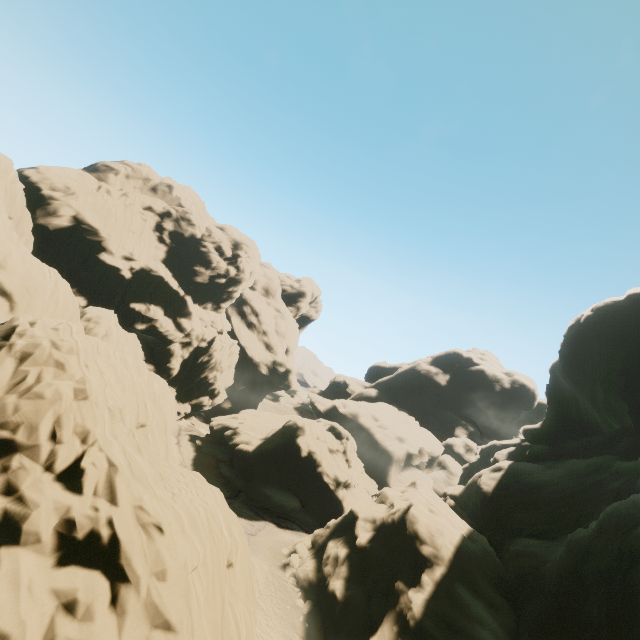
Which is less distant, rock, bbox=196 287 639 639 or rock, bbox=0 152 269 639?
rock, bbox=0 152 269 639

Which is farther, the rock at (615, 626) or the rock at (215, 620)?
the rock at (615, 626)

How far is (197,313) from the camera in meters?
59.0
